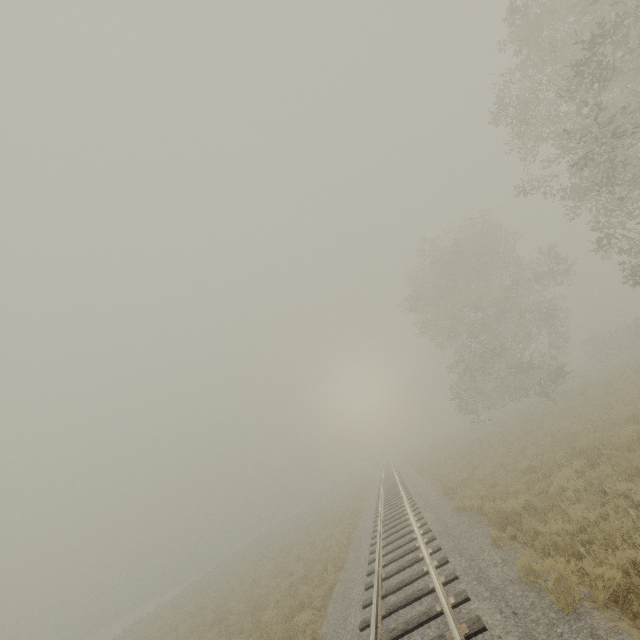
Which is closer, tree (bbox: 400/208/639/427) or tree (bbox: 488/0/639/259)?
tree (bbox: 488/0/639/259)

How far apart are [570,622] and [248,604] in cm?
1686

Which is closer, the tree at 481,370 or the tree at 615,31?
the tree at 615,31
